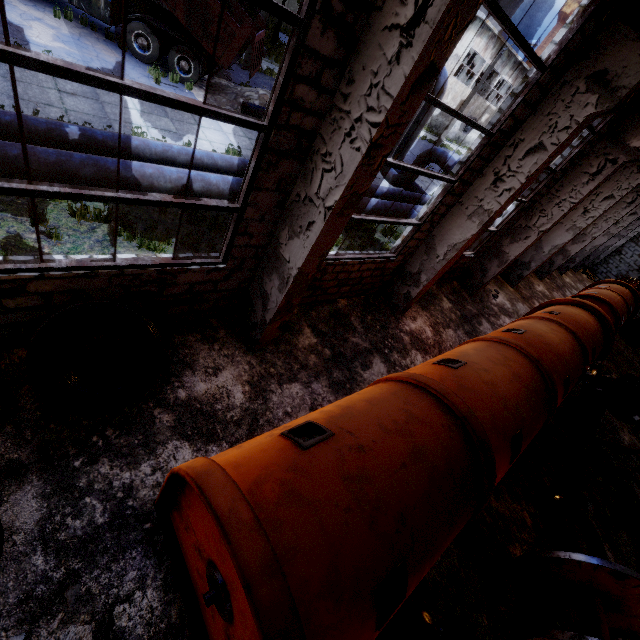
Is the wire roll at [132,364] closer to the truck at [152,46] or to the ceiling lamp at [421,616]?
the ceiling lamp at [421,616]

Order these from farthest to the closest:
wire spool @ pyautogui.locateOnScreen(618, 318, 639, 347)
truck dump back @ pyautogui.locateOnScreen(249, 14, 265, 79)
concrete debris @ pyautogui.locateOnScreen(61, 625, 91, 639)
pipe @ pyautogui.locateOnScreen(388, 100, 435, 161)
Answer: wire spool @ pyautogui.locateOnScreen(618, 318, 639, 347) < pipe @ pyautogui.locateOnScreen(388, 100, 435, 161) < truck dump back @ pyautogui.locateOnScreen(249, 14, 265, 79) < concrete debris @ pyautogui.locateOnScreen(61, 625, 91, 639)

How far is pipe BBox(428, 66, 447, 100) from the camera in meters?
13.6 m

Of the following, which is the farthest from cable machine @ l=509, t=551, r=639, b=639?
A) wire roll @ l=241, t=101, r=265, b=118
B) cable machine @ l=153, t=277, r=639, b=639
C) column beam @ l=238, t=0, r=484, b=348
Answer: wire roll @ l=241, t=101, r=265, b=118

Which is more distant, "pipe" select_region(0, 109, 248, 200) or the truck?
the truck

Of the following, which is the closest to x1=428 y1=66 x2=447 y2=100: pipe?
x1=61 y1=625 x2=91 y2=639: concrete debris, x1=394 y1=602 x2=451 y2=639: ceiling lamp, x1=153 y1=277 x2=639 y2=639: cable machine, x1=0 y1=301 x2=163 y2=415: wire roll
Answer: x1=0 y1=301 x2=163 y2=415: wire roll

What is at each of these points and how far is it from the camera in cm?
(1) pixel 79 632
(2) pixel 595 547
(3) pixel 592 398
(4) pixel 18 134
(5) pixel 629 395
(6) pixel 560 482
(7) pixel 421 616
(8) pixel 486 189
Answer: (1) concrete debris, 293
(2) wire roll, 651
(3) cable machine frame, 739
(4) pipe, 573
(5) wire spool, 1065
(6) concrete debris, 750
(7) ceiling lamp, 414
(8) column beam, 673

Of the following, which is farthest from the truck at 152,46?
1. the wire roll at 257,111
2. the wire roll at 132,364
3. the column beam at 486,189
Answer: the wire roll at 132,364
